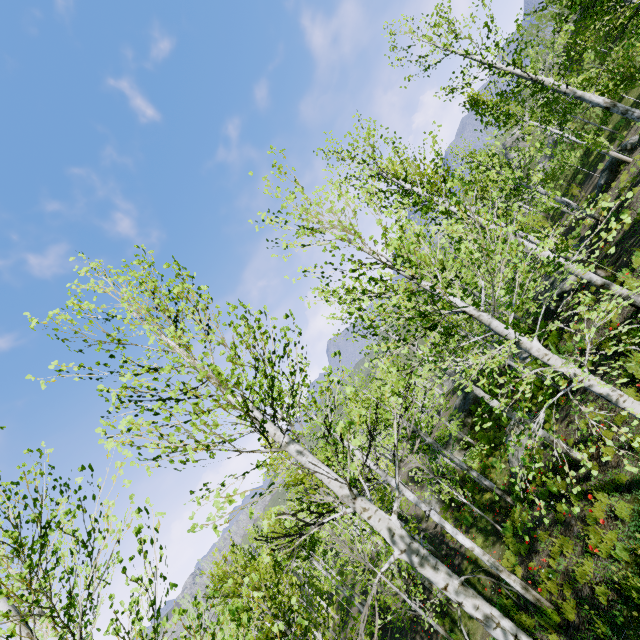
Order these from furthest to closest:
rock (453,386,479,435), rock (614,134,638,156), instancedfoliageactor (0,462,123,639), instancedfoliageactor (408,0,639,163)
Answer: rock (453,386,479,435)
rock (614,134,638,156)
instancedfoliageactor (408,0,639,163)
instancedfoliageactor (0,462,123,639)

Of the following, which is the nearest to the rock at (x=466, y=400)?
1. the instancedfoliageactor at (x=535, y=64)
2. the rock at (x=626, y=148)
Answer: the instancedfoliageactor at (x=535, y=64)

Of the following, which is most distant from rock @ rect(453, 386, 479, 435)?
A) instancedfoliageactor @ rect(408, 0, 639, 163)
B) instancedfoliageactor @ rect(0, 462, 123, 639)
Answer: instancedfoliageactor @ rect(0, 462, 123, 639)

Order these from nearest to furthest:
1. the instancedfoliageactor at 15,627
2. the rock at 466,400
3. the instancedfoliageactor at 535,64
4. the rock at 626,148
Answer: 1. the instancedfoliageactor at 15,627
2. the instancedfoliageactor at 535,64
3. the rock at 626,148
4. the rock at 466,400

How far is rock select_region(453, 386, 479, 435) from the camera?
25.39m

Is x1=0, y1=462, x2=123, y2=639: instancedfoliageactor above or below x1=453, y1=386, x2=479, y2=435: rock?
above

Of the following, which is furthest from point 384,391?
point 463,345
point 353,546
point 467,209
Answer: point 463,345

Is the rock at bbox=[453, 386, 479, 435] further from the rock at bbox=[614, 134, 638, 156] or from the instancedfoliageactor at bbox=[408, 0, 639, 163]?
the rock at bbox=[614, 134, 638, 156]
